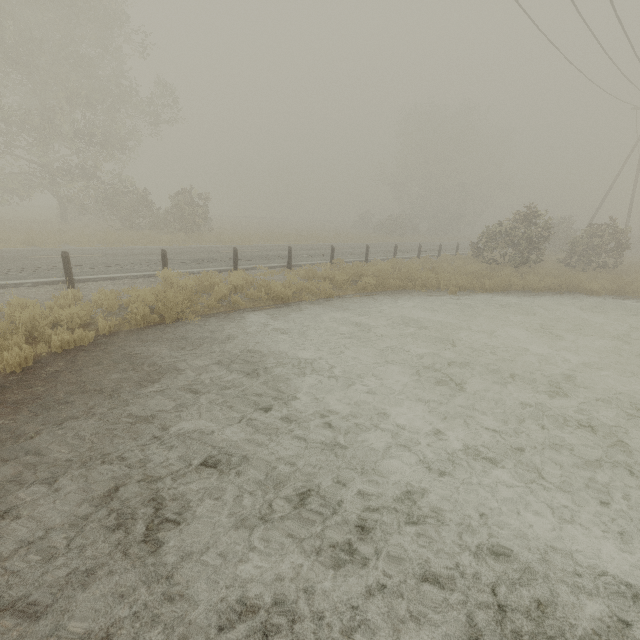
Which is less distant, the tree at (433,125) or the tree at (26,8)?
the tree at (26,8)

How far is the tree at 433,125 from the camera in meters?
42.6 m

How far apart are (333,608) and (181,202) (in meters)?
24.62

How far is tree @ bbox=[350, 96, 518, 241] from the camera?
42.6m

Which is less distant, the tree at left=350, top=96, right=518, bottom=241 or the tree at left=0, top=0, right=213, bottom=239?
the tree at left=0, top=0, right=213, bottom=239
